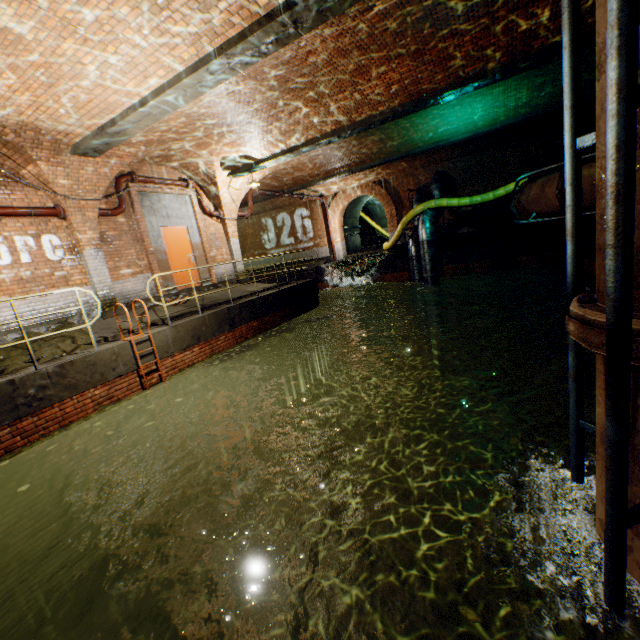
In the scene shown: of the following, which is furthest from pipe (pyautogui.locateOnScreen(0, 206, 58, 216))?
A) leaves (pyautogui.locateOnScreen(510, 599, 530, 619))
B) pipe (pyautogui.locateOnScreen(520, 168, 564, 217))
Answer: pipe (pyautogui.locateOnScreen(520, 168, 564, 217))

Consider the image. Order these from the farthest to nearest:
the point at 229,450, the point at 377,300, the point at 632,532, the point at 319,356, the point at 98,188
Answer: the point at 377,300 < the point at 319,356 < the point at 229,450 < the point at 98,188 < the point at 632,532

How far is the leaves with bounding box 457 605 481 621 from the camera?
1.97m

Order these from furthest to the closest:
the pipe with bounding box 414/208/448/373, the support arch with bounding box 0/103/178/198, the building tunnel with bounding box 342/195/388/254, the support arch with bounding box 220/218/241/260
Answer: the building tunnel with bounding box 342/195/388/254, the pipe with bounding box 414/208/448/373, the support arch with bounding box 220/218/241/260, the support arch with bounding box 0/103/178/198

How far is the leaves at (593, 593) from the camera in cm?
195

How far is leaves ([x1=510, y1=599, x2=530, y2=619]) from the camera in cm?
194

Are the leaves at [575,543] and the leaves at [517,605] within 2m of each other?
yes

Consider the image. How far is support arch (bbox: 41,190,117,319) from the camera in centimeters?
797cm
